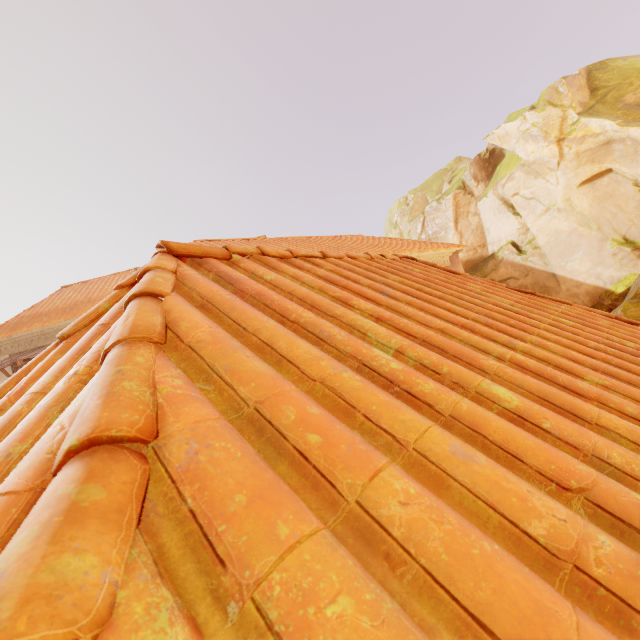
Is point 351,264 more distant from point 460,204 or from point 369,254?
point 460,204
